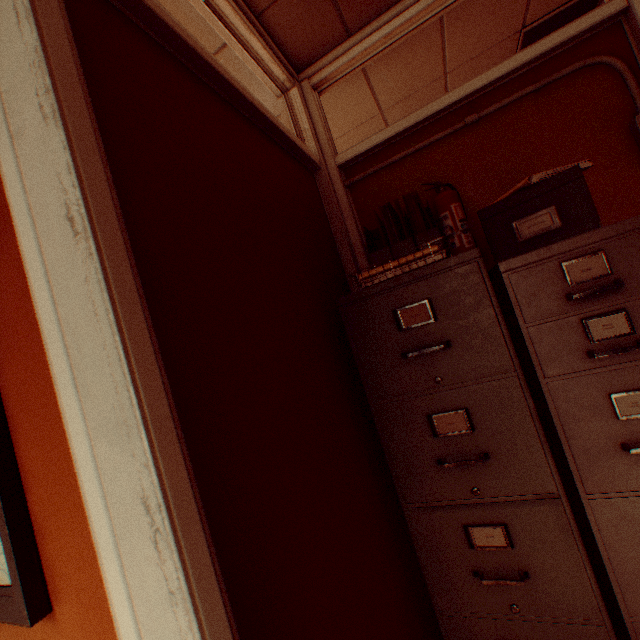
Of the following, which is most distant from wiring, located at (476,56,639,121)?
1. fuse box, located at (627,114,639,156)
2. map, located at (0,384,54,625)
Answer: map, located at (0,384,54,625)

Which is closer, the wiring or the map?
the map

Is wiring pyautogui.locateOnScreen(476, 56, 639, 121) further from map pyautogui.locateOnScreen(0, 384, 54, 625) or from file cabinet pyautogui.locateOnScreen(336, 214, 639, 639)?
map pyautogui.locateOnScreen(0, 384, 54, 625)

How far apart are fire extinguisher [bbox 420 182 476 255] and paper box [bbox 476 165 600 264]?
0.3m

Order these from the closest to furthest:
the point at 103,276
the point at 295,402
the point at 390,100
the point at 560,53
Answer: the point at 103,276 < the point at 295,402 < the point at 560,53 < the point at 390,100

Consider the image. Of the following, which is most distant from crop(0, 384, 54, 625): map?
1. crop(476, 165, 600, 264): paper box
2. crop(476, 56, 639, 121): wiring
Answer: crop(476, 56, 639, 121): wiring

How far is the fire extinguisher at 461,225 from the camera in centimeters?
169cm

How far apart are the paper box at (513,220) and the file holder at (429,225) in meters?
0.3 m
